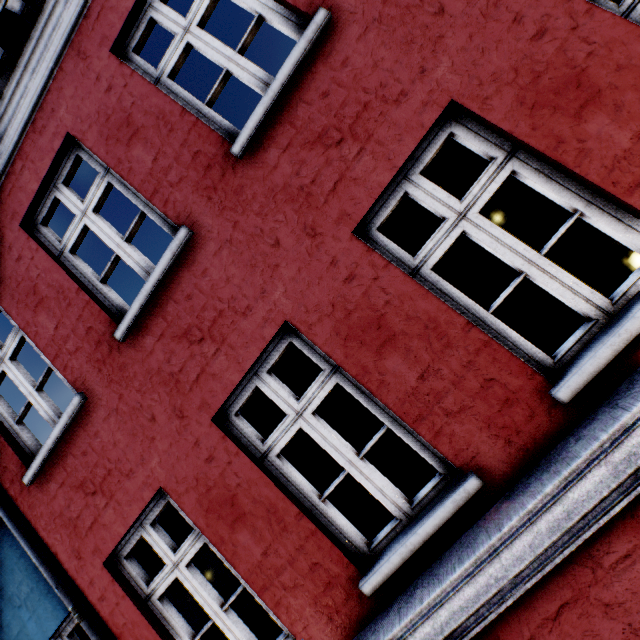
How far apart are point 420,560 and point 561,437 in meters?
1.3 m
